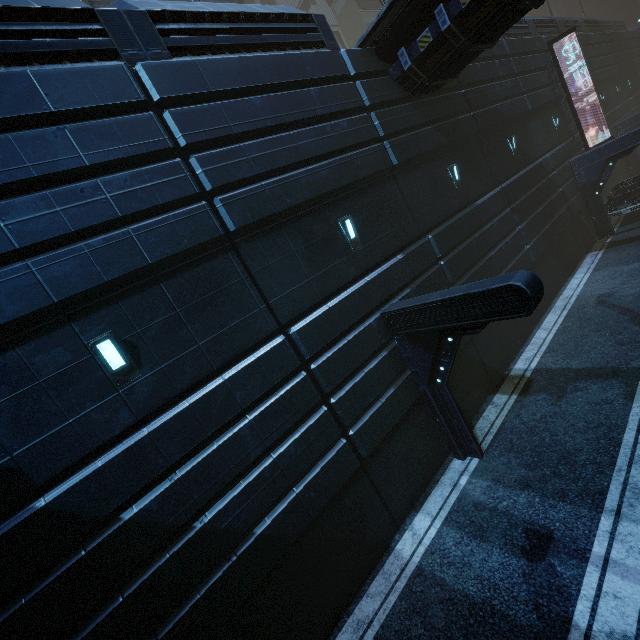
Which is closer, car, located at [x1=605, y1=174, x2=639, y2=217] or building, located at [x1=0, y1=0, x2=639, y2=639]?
building, located at [x1=0, y1=0, x2=639, y2=639]

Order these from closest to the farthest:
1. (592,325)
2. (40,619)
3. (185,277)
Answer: (40,619) < (185,277) < (592,325)

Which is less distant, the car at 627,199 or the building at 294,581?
the building at 294,581
